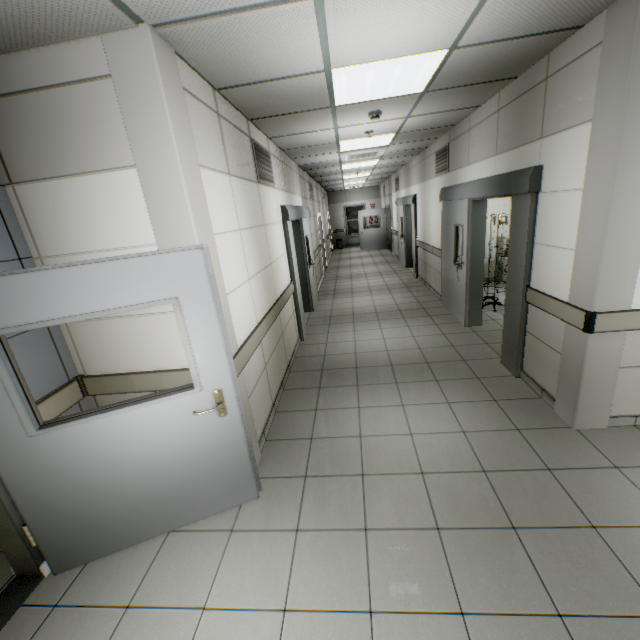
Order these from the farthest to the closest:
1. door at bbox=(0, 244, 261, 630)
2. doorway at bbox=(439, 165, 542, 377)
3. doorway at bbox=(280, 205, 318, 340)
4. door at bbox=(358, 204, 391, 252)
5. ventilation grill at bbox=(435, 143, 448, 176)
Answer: door at bbox=(358, 204, 391, 252) → ventilation grill at bbox=(435, 143, 448, 176) → doorway at bbox=(280, 205, 318, 340) → doorway at bbox=(439, 165, 542, 377) → door at bbox=(0, 244, 261, 630)

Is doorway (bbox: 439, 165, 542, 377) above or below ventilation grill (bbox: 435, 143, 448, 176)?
below

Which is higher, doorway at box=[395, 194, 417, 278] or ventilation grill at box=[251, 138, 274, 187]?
ventilation grill at box=[251, 138, 274, 187]

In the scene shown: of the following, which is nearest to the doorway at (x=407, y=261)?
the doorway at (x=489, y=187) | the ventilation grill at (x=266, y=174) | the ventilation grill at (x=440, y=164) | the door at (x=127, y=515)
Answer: the ventilation grill at (x=440, y=164)

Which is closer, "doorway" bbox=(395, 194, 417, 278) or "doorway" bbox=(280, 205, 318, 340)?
"doorway" bbox=(280, 205, 318, 340)

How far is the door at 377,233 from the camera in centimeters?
1602cm

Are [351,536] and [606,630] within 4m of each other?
yes

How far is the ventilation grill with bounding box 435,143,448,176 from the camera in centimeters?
595cm
